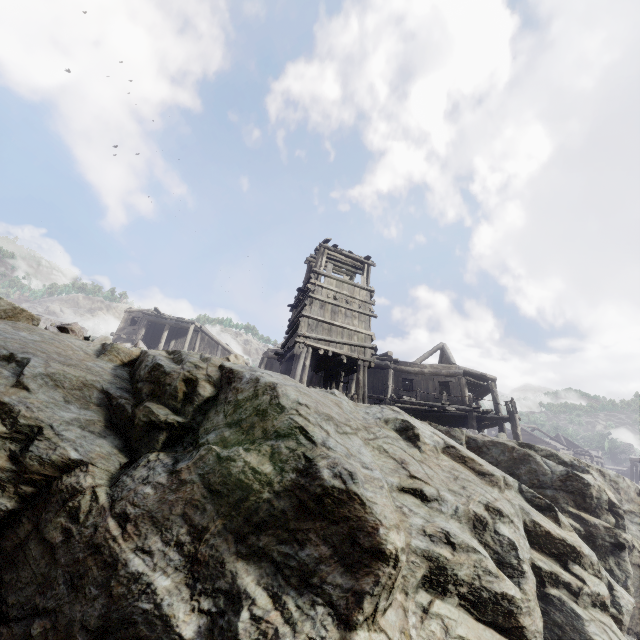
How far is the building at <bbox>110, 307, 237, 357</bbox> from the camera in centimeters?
3058cm

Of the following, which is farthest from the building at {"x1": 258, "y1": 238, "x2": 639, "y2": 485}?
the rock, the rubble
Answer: the rubble

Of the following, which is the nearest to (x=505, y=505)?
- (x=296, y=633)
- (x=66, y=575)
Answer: (x=296, y=633)

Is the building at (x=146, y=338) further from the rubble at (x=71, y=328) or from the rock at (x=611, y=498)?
the rubble at (x=71, y=328)

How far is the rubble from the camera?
6.85m

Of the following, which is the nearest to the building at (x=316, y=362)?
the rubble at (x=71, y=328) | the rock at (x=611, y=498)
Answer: the rock at (x=611, y=498)

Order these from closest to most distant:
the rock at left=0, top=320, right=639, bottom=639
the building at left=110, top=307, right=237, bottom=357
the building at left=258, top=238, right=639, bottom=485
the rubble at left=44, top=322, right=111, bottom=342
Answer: the rock at left=0, top=320, right=639, bottom=639 → the rubble at left=44, top=322, right=111, bottom=342 → the building at left=258, top=238, right=639, bottom=485 → the building at left=110, top=307, right=237, bottom=357

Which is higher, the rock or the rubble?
the rubble
